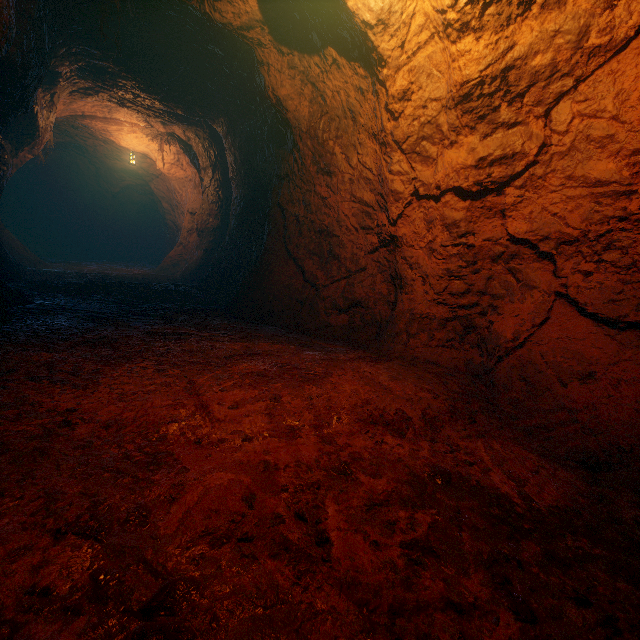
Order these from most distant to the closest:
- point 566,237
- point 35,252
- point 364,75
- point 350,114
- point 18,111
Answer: point 35,252 → point 18,111 → point 350,114 → point 364,75 → point 566,237
